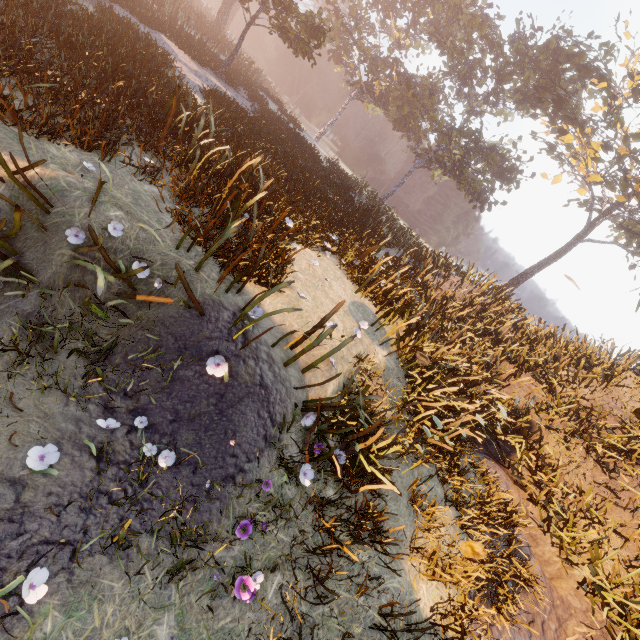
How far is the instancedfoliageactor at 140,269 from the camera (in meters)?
3.45

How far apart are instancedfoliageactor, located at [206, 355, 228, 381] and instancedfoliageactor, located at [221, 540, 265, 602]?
2.05m

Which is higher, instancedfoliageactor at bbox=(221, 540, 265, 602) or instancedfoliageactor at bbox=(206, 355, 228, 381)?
instancedfoliageactor at bbox=(206, 355, 228, 381)

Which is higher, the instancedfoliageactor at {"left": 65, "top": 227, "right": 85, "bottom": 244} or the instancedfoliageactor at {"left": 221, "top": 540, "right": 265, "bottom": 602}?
the instancedfoliageactor at {"left": 65, "top": 227, "right": 85, "bottom": 244}

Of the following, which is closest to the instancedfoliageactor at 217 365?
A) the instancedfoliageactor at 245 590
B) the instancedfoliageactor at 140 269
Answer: the instancedfoliageactor at 140 269

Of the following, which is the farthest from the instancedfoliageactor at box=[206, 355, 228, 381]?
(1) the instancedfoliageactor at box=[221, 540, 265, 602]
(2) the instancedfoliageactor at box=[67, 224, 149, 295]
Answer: (1) the instancedfoliageactor at box=[221, 540, 265, 602]

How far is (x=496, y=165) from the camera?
28.3m
